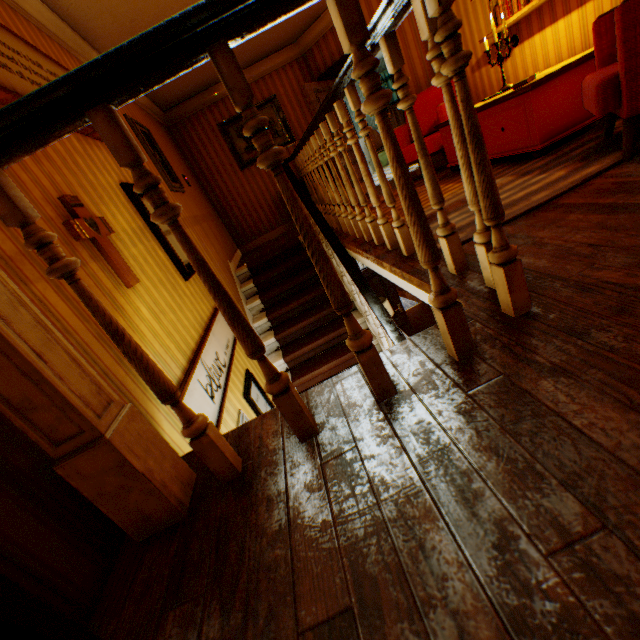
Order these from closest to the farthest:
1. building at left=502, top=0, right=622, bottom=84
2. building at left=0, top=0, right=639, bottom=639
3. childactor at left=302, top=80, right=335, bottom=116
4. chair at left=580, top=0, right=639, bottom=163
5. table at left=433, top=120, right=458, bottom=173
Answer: building at left=0, top=0, right=639, bottom=639 → chair at left=580, top=0, right=639, bottom=163 → building at left=502, top=0, right=622, bottom=84 → table at left=433, top=120, right=458, bottom=173 → childactor at left=302, top=80, right=335, bottom=116

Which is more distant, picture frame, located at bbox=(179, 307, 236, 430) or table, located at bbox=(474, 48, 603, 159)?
table, located at bbox=(474, 48, 603, 159)

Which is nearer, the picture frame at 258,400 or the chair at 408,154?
the picture frame at 258,400

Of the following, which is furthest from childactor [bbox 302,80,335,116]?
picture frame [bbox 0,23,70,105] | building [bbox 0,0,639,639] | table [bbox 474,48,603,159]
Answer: picture frame [bbox 0,23,70,105]

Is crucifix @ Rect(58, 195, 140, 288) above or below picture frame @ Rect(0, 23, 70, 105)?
below

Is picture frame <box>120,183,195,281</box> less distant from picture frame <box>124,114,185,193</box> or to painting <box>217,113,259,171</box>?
picture frame <box>124,114,185,193</box>

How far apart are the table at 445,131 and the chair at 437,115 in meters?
0.3 m

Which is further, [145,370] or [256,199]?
[256,199]
